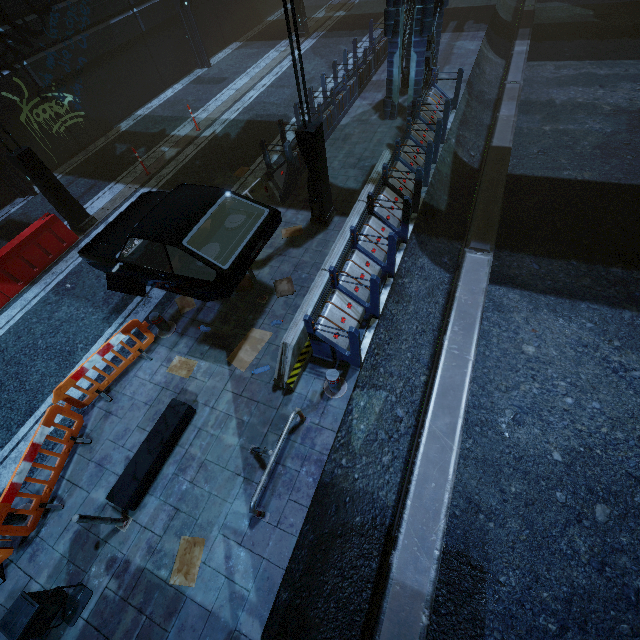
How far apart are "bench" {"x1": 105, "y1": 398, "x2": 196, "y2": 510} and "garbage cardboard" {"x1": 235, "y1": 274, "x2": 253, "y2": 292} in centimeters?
287cm

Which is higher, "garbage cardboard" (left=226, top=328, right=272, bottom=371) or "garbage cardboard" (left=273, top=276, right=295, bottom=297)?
"garbage cardboard" (left=273, top=276, right=295, bottom=297)

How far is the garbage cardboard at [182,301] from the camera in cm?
776

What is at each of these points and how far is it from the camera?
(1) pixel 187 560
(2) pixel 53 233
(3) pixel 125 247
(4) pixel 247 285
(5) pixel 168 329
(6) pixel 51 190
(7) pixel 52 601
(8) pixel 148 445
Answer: (1) garbage cardboard, 4.8 meters
(2) barrier, 9.5 meters
(3) car, 6.2 meters
(4) garbage cardboard, 7.9 meters
(5) bollard, 7.4 meters
(6) street light, 9.1 meters
(7) trash bin, 4.2 meters
(8) bench, 5.6 meters

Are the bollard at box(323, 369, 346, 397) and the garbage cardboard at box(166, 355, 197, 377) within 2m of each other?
no

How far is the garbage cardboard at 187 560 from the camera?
4.7m

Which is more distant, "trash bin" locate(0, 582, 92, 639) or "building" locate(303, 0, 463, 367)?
"building" locate(303, 0, 463, 367)

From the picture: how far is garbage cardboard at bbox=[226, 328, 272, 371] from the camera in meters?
6.7 m
